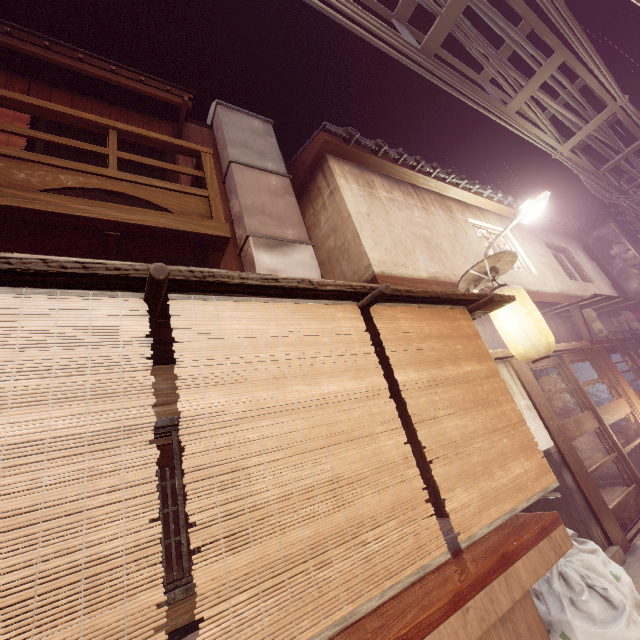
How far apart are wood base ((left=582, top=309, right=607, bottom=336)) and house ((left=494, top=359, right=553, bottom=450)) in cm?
825

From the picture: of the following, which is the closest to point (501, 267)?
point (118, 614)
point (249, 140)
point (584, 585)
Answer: point (584, 585)

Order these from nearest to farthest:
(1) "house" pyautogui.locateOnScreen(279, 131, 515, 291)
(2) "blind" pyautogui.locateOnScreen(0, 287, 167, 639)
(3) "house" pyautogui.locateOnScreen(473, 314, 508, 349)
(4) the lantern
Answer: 1. (2) "blind" pyautogui.locateOnScreen(0, 287, 167, 639)
2. (4) the lantern
3. (1) "house" pyautogui.locateOnScreen(279, 131, 515, 291)
4. (3) "house" pyautogui.locateOnScreen(473, 314, 508, 349)

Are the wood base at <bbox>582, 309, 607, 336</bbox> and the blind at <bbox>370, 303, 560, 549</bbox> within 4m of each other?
no

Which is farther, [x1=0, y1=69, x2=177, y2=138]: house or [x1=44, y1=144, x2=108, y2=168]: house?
[x1=44, y1=144, x2=108, y2=168]: house

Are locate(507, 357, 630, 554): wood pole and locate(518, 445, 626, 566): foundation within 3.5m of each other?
yes

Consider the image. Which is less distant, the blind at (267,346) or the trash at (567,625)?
the blind at (267,346)

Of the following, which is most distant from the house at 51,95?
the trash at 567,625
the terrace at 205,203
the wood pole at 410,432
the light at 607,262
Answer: the light at 607,262
